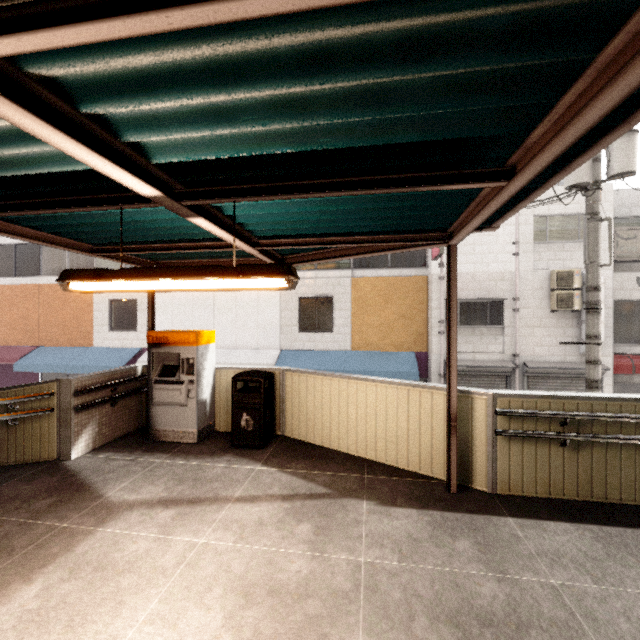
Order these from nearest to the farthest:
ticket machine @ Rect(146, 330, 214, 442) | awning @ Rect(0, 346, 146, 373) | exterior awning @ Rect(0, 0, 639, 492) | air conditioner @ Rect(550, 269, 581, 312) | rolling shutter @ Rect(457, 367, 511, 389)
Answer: exterior awning @ Rect(0, 0, 639, 492) < ticket machine @ Rect(146, 330, 214, 442) < air conditioner @ Rect(550, 269, 581, 312) < rolling shutter @ Rect(457, 367, 511, 389) < awning @ Rect(0, 346, 146, 373)

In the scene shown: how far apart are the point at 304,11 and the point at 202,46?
0.5m

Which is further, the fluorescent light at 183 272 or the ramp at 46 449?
Answer: the ramp at 46 449

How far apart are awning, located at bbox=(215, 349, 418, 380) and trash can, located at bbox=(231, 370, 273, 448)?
6.4m

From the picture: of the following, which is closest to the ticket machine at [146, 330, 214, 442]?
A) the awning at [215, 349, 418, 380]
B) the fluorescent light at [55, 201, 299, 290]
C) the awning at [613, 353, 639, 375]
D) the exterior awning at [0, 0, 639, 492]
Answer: the exterior awning at [0, 0, 639, 492]

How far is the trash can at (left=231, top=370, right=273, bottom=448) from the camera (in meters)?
5.14

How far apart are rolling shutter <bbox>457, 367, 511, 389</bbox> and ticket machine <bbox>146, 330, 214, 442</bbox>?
8.8m

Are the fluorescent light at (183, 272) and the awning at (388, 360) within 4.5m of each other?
no
